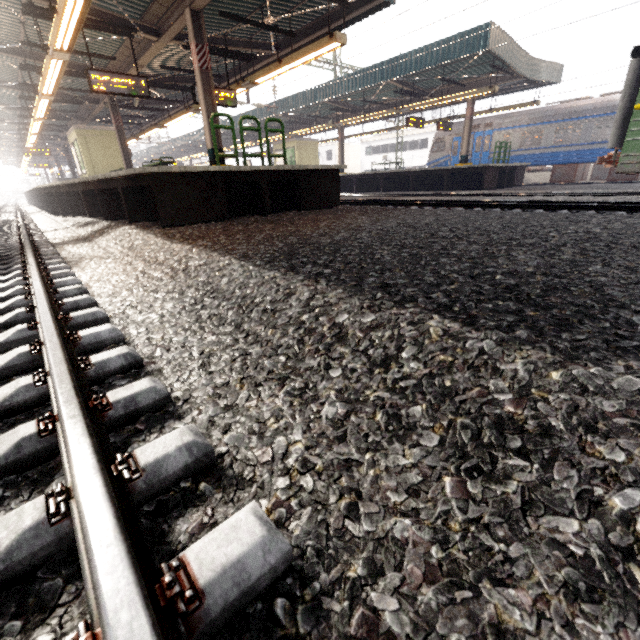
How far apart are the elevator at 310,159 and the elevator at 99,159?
12.6m

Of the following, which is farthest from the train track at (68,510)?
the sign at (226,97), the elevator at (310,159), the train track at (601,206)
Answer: the elevator at (310,159)

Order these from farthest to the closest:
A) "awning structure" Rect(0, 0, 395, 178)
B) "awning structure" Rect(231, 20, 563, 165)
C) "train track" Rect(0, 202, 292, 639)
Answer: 1. "awning structure" Rect(231, 20, 563, 165)
2. "awning structure" Rect(0, 0, 395, 178)
3. "train track" Rect(0, 202, 292, 639)

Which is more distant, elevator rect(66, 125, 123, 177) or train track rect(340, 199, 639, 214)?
elevator rect(66, 125, 123, 177)

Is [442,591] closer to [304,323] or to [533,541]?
[533,541]

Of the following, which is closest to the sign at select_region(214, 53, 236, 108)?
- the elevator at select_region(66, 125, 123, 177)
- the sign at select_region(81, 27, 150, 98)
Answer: the sign at select_region(81, 27, 150, 98)

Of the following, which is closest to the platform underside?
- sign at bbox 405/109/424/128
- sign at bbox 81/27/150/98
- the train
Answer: sign at bbox 81/27/150/98

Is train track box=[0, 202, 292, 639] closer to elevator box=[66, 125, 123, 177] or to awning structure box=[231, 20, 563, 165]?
elevator box=[66, 125, 123, 177]
